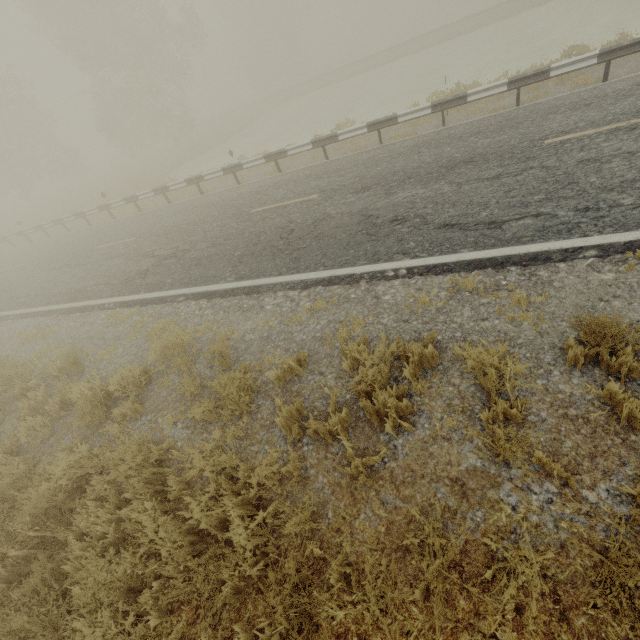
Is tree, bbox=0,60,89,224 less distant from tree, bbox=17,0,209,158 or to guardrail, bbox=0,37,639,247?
guardrail, bbox=0,37,639,247

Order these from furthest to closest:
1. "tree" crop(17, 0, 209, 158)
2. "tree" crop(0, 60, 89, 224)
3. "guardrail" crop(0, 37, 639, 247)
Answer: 1. "tree" crop(0, 60, 89, 224)
2. "tree" crop(17, 0, 209, 158)
3. "guardrail" crop(0, 37, 639, 247)

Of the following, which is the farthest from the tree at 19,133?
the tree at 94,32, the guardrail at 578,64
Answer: the tree at 94,32

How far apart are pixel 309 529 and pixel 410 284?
3.6m

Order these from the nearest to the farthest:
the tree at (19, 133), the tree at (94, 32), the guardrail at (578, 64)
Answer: the guardrail at (578, 64) < the tree at (94, 32) < the tree at (19, 133)

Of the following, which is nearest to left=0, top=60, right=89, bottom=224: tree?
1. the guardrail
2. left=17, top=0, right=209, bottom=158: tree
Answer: the guardrail
